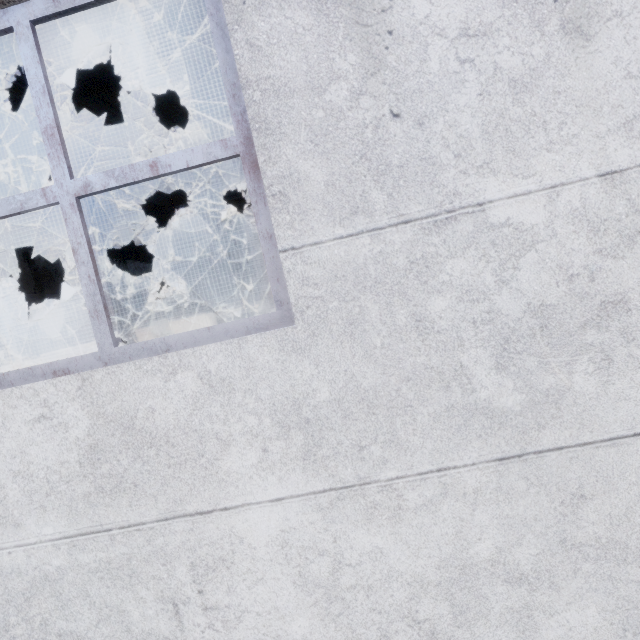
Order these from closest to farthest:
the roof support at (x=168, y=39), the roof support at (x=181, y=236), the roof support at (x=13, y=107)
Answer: the roof support at (x=168, y=39) < the roof support at (x=13, y=107) < the roof support at (x=181, y=236)

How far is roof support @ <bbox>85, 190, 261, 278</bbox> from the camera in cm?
685

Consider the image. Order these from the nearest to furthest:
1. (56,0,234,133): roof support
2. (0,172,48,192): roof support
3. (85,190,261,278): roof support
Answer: (56,0,234,133): roof support, (0,172,48,192): roof support, (85,190,261,278): roof support

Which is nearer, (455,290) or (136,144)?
(455,290)

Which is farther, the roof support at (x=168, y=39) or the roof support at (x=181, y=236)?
the roof support at (x=181, y=236)

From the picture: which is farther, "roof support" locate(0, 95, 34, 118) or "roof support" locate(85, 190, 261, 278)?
"roof support" locate(85, 190, 261, 278)
